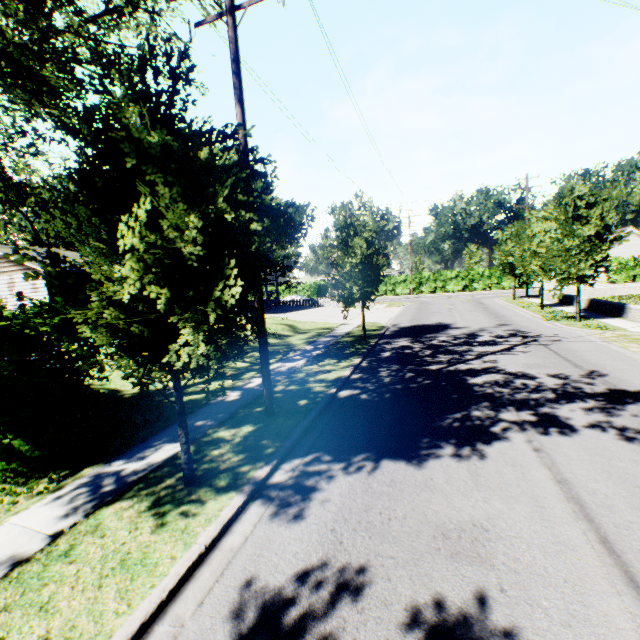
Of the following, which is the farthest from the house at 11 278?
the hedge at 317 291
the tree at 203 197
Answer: the hedge at 317 291

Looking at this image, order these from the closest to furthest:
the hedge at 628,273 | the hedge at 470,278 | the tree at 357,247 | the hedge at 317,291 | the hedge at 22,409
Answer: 1. the hedge at 22,409
2. the tree at 357,247
3. the hedge at 628,273
4. the hedge at 470,278
5. the hedge at 317,291

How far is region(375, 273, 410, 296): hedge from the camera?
49.7m

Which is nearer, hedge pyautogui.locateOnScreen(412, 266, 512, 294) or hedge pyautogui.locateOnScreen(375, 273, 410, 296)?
hedge pyautogui.locateOnScreen(412, 266, 512, 294)

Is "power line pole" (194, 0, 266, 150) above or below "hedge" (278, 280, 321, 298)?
above

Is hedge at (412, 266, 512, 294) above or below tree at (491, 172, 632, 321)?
below

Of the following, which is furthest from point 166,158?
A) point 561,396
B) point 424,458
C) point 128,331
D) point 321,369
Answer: point 561,396
